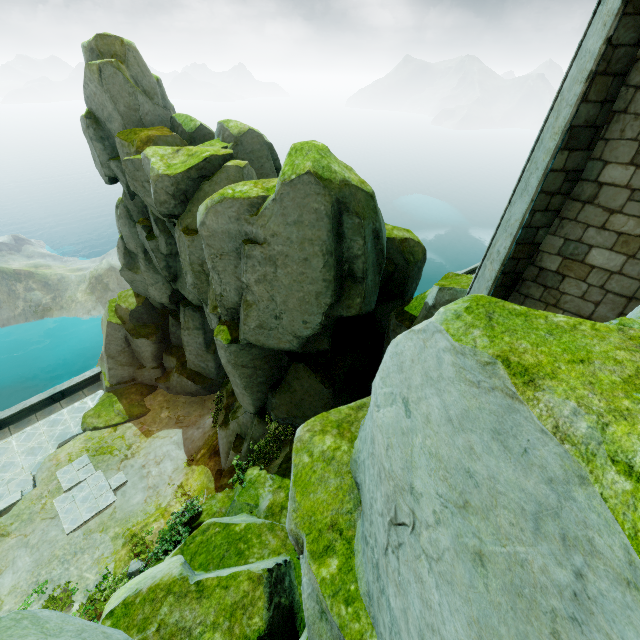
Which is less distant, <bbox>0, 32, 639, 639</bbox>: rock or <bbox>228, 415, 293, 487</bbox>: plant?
<bbox>0, 32, 639, 639</bbox>: rock

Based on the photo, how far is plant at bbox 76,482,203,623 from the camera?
8.4m

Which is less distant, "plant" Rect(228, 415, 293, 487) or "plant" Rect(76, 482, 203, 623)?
"plant" Rect(76, 482, 203, 623)

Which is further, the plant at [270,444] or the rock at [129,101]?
the plant at [270,444]

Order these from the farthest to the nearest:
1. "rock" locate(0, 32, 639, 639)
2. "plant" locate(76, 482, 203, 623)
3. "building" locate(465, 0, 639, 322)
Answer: "plant" locate(76, 482, 203, 623) < "building" locate(465, 0, 639, 322) < "rock" locate(0, 32, 639, 639)

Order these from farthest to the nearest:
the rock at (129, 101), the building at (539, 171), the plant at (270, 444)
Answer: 1. the plant at (270, 444)
2. the building at (539, 171)
3. the rock at (129, 101)

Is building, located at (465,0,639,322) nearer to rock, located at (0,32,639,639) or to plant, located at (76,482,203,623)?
rock, located at (0,32,639,639)

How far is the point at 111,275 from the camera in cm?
5141
